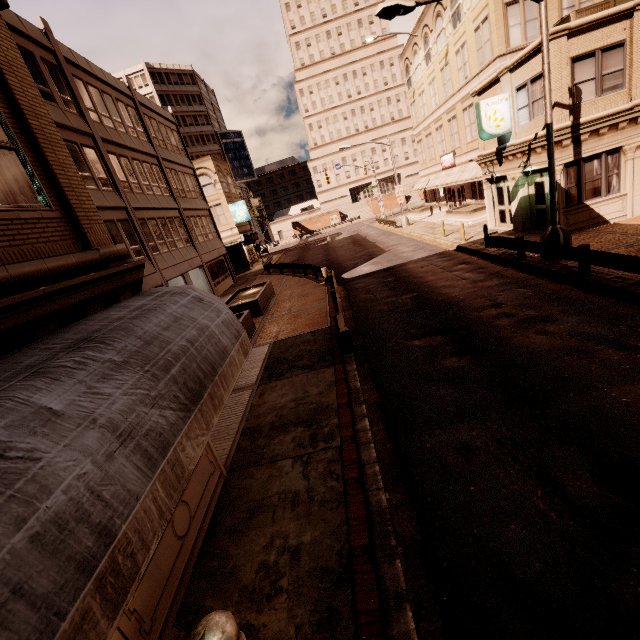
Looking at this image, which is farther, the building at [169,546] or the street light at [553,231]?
the street light at [553,231]

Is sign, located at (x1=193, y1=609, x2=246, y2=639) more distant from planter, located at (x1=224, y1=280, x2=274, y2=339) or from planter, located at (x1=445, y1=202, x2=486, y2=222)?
planter, located at (x1=445, y1=202, x2=486, y2=222)

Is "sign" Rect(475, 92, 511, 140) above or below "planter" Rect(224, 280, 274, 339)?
above

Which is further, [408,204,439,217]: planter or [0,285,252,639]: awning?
[408,204,439,217]: planter

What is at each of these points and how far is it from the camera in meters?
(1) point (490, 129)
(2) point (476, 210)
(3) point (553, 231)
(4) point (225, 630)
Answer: (1) sign, 16.6 m
(2) planter, 25.9 m
(3) street light, 12.3 m
(4) sign, 1.2 m

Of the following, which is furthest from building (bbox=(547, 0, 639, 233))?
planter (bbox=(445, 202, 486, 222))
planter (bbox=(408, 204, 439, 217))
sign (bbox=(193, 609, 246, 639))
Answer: planter (bbox=(408, 204, 439, 217))

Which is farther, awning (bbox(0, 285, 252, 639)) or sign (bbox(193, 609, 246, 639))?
awning (bbox(0, 285, 252, 639))

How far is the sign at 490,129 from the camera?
16.2m
